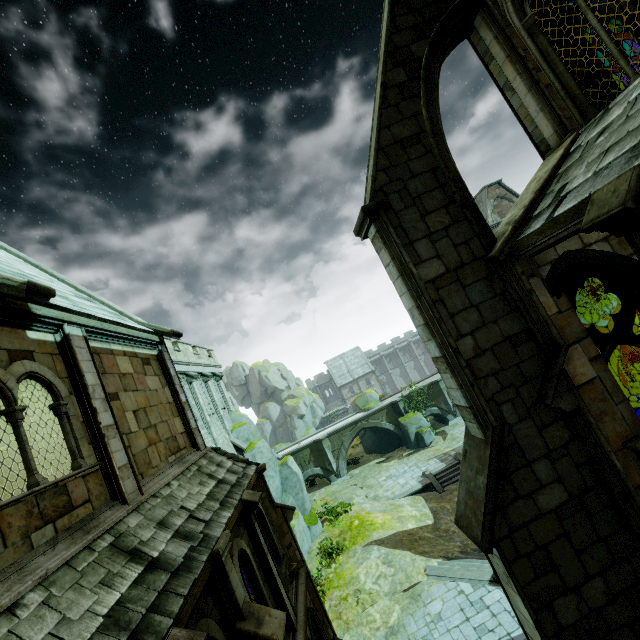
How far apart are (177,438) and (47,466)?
4.6 meters

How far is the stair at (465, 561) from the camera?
14.6m

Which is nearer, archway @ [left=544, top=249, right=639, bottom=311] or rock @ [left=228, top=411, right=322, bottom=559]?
archway @ [left=544, top=249, right=639, bottom=311]

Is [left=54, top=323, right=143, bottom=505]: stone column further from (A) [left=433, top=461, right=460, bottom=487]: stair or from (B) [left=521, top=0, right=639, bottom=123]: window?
(A) [left=433, top=461, right=460, bottom=487]: stair

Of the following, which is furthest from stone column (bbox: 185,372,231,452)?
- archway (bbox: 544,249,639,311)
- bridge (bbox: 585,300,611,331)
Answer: bridge (bbox: 585,300,611,331)

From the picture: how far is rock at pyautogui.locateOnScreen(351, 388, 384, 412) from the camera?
37.1 meters

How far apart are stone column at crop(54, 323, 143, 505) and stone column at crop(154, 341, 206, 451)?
3.3 meters

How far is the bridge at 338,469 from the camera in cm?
3400
